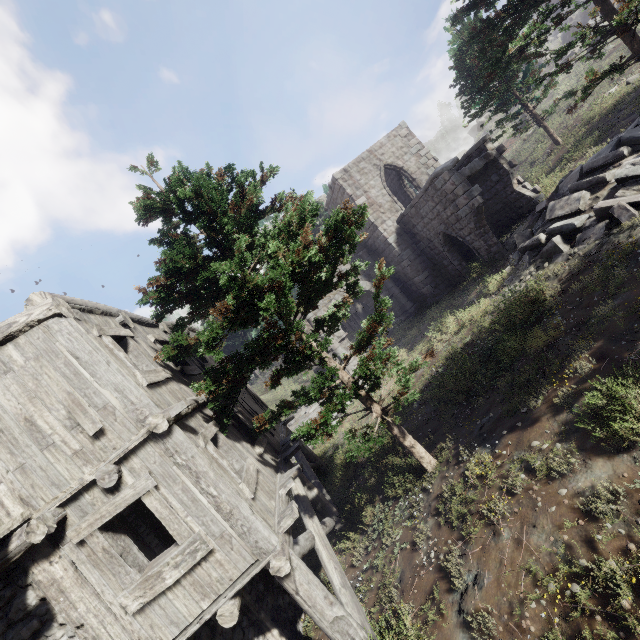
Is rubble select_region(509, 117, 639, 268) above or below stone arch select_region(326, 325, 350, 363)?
below

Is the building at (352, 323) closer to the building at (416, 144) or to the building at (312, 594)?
the building at (416, 144)

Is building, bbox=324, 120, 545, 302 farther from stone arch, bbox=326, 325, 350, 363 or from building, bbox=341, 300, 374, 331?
building, bbox=341, 300, 374, 331

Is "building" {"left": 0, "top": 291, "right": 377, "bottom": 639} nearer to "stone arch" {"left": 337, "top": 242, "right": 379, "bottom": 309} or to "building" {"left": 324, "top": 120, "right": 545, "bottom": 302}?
"stone arch" {"left": 337, "top": 242, "right": 379, "bottom": 309}

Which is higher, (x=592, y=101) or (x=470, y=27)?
(x=470, y=27)

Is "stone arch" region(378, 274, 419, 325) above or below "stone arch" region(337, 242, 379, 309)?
below

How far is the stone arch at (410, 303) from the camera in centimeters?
2105cm

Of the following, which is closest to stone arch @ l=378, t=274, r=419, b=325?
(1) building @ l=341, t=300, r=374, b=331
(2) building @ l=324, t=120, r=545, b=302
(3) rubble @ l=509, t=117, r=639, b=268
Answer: (2) building @ l=324, t=120, r=545, b=302
